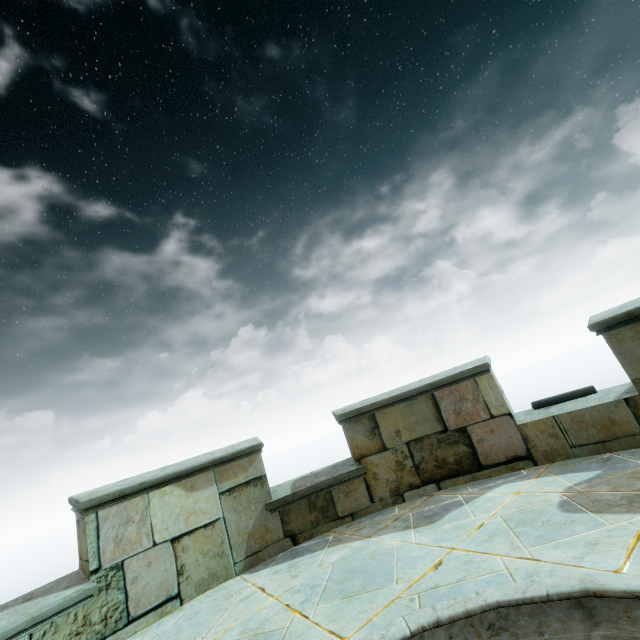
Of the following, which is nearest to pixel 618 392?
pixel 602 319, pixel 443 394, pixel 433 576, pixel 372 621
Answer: pixel 602 319
